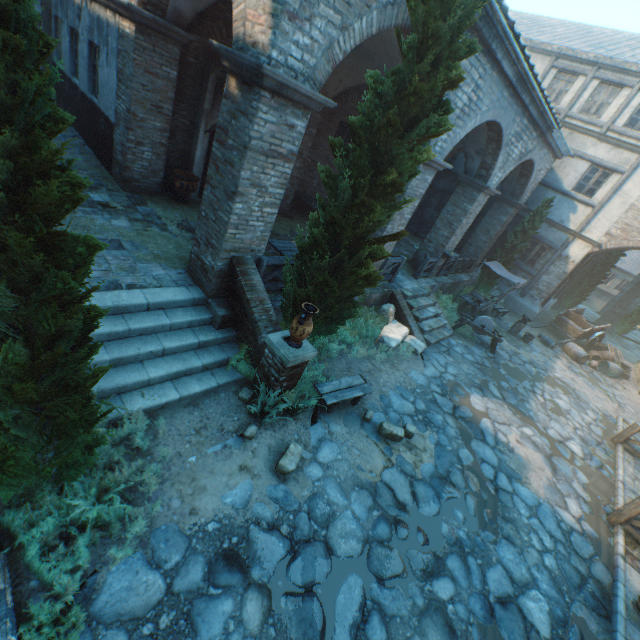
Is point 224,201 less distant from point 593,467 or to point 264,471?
point 264,471

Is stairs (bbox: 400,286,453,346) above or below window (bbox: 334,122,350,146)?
below

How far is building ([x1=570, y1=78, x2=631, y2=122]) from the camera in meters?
14.6 m

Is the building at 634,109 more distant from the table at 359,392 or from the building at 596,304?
the building at 596,304

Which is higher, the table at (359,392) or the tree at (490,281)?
the tree at (490,281)

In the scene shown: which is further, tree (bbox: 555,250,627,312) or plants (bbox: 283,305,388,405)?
tree (bbox: 555,250,627,312)

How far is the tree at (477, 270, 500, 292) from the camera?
16.5 meters

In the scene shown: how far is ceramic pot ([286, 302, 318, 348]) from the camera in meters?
5.2
